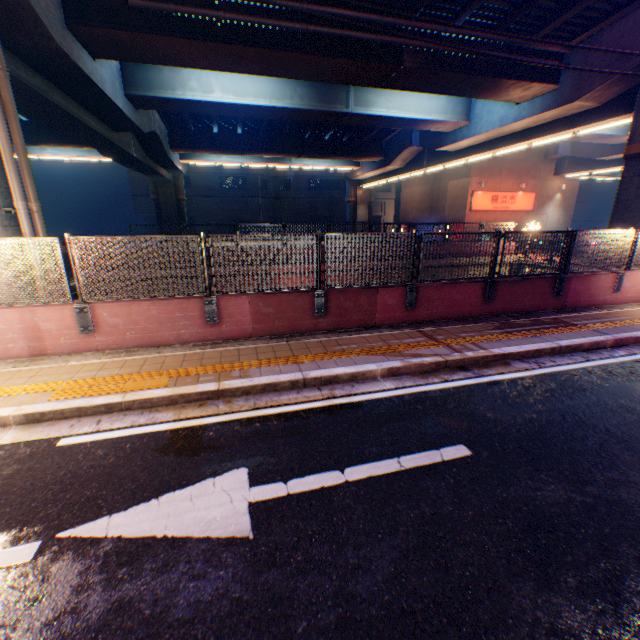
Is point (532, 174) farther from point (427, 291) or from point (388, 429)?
point (388, 429)

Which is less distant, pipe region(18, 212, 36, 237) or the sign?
pipe region(18, 212, 36, 237)

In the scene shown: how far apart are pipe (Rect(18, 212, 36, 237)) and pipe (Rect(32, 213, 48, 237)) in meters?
0.3 m

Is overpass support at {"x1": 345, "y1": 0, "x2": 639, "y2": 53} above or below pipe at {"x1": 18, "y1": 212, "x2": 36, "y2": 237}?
above

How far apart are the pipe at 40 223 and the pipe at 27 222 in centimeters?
28cm

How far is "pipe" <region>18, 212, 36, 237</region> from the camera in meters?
7.1 m

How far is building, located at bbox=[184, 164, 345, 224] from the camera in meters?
44.3

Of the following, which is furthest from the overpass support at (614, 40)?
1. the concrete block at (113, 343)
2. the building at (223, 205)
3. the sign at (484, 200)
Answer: the building at (223, 205)
